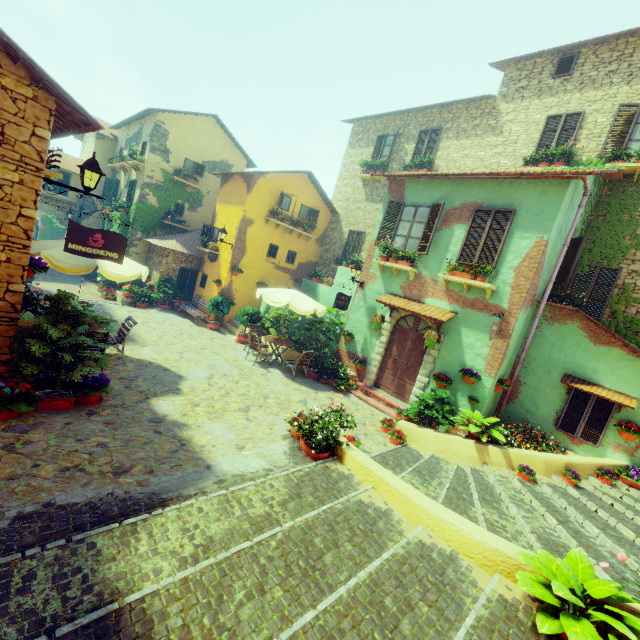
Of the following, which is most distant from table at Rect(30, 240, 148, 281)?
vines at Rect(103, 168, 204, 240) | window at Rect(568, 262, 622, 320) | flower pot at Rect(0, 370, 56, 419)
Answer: window at Rect(568, 262, 622, 320)

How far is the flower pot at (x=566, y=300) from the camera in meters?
9.2 m

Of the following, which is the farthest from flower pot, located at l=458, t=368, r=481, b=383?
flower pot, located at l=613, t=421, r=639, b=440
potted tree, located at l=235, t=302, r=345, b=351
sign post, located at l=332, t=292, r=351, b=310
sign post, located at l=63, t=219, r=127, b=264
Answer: sign post, located at l=63, t=219, r=127, b=264

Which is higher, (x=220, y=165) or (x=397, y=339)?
(x=220, y=165)

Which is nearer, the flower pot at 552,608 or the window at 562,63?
the flower pot at 552,608

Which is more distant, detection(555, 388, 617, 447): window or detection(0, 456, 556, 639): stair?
detection(555, 388, 617, 447): window

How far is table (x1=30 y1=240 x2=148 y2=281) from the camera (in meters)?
6.60

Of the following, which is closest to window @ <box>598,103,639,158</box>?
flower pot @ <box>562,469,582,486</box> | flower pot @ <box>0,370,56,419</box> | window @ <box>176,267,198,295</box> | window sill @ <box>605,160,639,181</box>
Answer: window sill @ <box>605,160,639,181</box>
